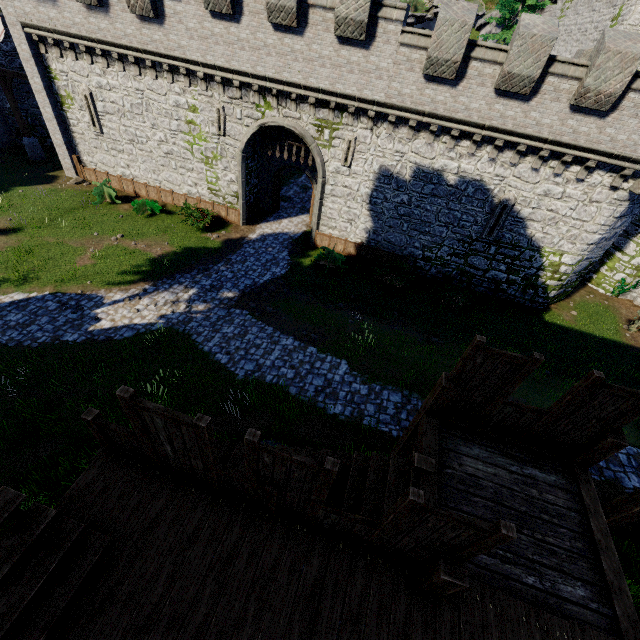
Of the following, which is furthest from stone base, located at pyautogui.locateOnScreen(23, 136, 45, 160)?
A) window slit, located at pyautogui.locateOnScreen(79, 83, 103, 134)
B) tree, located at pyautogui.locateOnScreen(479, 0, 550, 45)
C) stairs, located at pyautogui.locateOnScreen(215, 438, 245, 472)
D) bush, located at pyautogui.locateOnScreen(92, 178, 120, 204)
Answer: tree, located at pyautogui.locateOnScreen(479, 0, 550, 45)

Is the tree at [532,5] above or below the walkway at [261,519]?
above

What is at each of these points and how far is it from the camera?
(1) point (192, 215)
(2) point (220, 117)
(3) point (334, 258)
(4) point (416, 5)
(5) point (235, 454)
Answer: (1) bush, 20.05m
(2) window slit, 17.58m
(3) bush, 19.03m
(4) bush, 35.72m
(5) stairs, 7.72m

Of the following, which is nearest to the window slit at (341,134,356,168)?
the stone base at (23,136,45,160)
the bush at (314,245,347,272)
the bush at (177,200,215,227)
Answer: the bush at (314,245,347,272)

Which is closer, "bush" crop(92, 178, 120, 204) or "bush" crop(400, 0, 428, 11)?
"bush" crop(92, 178, 120, 204)

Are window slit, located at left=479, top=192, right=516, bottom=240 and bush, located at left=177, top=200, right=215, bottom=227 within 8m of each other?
no

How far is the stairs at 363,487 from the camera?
5.7 meters

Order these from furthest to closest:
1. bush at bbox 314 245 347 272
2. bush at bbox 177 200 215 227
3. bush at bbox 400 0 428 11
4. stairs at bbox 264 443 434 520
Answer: bush at bbox 400 0 428 11
bush at bbox 177 200 215 227
bush at bbox 314 245 347 272
stairs at bbox 264 443 434 520
